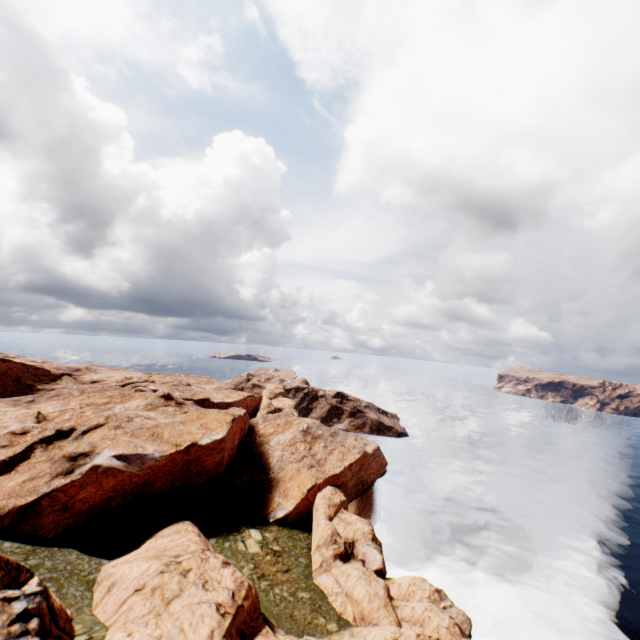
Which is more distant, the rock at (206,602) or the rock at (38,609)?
the rock at (206,602)

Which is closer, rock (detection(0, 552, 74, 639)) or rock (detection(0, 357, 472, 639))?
rock (detection(0, 552, 74, 639))

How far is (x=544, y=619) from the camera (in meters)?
31.11
